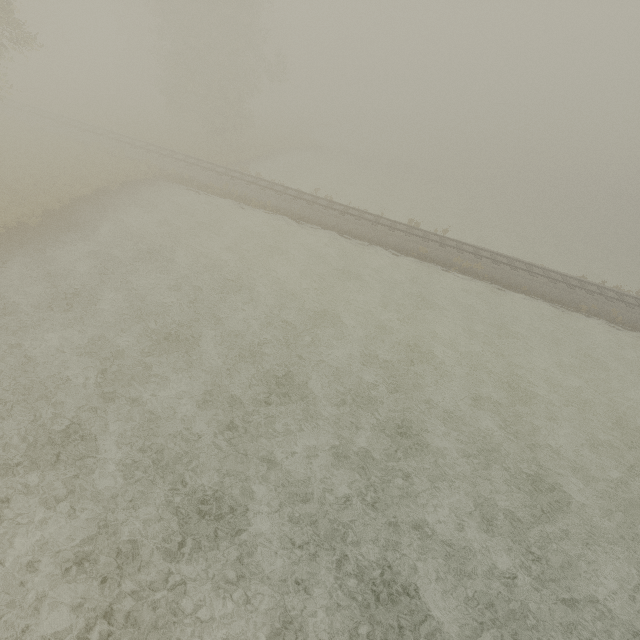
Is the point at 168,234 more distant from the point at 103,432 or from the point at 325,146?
the point at 325,146
